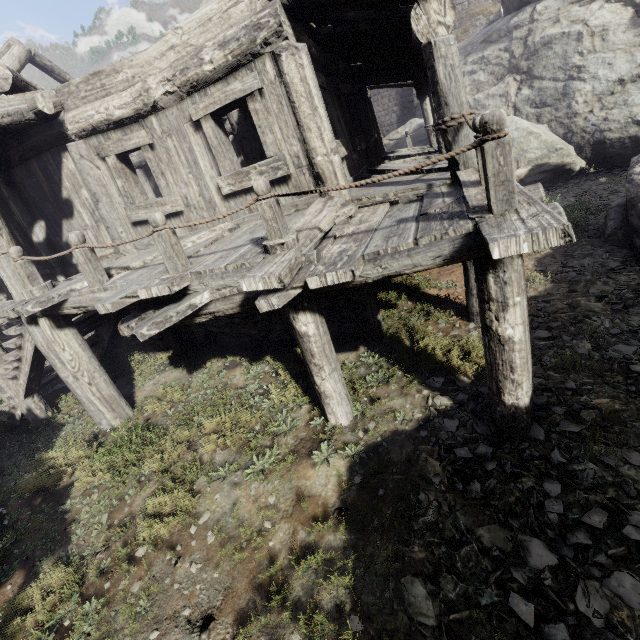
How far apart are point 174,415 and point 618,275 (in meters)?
8.37

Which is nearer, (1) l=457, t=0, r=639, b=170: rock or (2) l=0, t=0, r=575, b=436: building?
(2) l=0, t=0, r=575, b=436: building

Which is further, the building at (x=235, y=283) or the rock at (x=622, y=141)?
the rock at (x=622, y=141)
